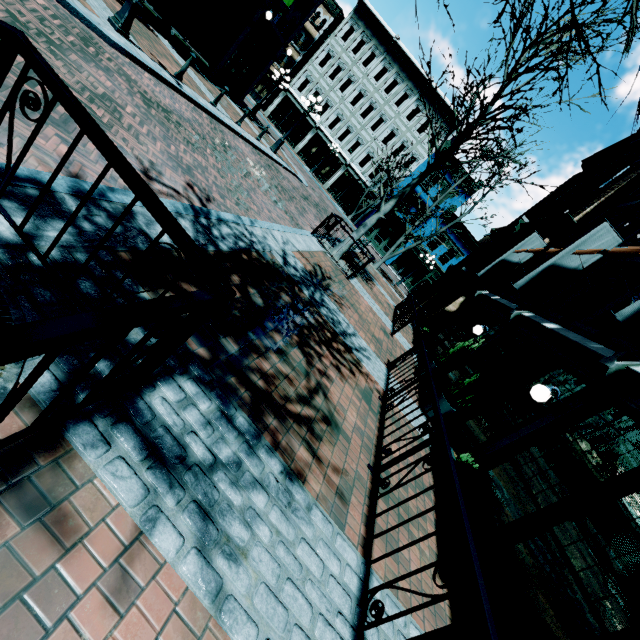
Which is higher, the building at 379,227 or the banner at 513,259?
the banner at 513,259

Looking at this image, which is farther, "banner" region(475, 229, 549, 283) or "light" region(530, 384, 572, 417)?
"banner" region(475, 229, 549, 283)

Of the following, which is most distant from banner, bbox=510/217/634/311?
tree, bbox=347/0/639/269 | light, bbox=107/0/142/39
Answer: light, bbox=107/0/142/39

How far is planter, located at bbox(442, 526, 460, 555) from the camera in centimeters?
417cm

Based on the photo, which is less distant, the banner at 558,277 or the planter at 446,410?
the planter at 446,410

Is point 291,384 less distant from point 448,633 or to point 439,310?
point 448,633

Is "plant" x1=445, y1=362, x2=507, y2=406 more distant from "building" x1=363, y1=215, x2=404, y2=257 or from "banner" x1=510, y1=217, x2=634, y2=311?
"building" x1=363, y1=215, x2=404, y2=257

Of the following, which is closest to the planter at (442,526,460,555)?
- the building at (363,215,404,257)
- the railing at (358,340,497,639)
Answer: the railing at (358,340,497,639)
